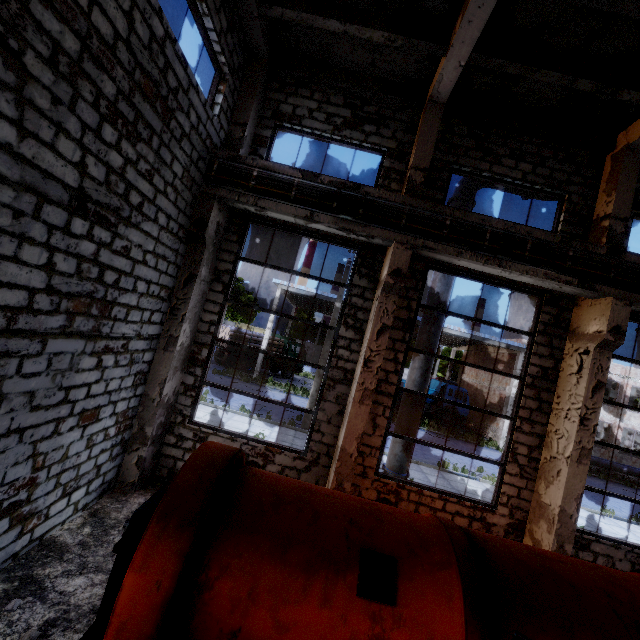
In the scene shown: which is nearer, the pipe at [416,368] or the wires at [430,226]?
the wires at [430,226]

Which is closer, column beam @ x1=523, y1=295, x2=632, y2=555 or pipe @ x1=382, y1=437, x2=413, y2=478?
column beam @ x1=523, y1=295, x2=632, y2=555

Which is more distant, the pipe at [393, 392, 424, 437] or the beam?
the pipe at [393, 392, 424, 437]

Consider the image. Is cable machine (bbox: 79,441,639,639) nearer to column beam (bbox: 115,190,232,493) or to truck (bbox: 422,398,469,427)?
column beam (bbox: 115,190,232,493)

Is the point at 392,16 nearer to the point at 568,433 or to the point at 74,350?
the point at 74,350

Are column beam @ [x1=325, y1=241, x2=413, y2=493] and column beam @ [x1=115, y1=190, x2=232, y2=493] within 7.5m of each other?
yes

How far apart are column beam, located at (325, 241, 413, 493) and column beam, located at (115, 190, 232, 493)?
3.8m

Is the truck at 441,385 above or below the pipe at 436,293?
below
